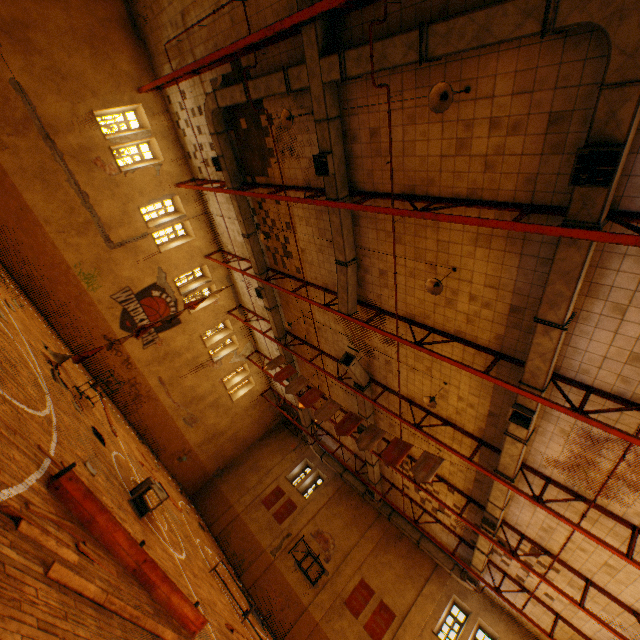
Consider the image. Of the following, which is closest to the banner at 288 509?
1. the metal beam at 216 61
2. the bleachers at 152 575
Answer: the bleachers at 152 575

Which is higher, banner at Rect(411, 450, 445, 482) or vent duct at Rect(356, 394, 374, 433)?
vent duct at Rect(356, 394, 374, 433)

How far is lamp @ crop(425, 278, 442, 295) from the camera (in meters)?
7.87

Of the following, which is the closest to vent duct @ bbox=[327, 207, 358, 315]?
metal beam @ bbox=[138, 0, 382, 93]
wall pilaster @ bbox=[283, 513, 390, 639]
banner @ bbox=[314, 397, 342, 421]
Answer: metal beam @ bbox=[138, 0, 382, 93]

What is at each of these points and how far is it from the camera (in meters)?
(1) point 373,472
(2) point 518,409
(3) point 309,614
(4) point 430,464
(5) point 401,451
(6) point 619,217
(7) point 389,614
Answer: (1) vent duct, 17.67
(2) vent duct, 8.19
(3) wall pilaster, 17.25
(4) banner, 10.70
(5) banner, 11.23
(6) metal beam, 5.54
(7) banner, 16.78

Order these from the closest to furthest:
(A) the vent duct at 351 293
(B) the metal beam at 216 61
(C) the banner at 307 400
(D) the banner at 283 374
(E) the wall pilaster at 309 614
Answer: (B) the metal beam at 216 61 → (A) the vent duct at 351 293 → (C) the banner at 307 400 → (D) the banner at 283 374 → (E) the wall pilaster at 309 614

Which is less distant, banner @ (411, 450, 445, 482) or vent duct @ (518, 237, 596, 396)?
vent duct @ (518, 237, 596, 396)

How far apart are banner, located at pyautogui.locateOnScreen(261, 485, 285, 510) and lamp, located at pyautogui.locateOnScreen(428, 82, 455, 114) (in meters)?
23.88
